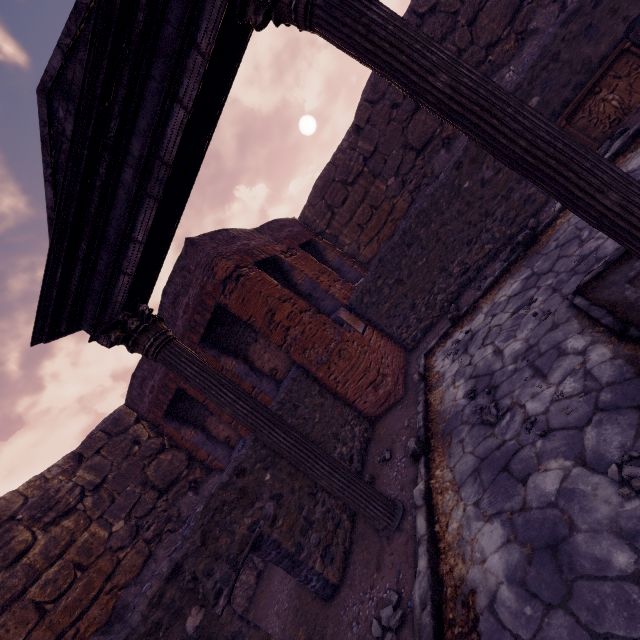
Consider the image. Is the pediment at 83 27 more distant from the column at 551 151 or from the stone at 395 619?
the stone at 395 619

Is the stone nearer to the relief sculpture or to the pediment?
the pediment

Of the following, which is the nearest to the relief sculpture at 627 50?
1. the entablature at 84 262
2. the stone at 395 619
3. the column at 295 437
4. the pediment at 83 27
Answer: the entablature at 84 262

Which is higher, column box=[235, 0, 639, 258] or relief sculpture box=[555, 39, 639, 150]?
column box=[235, 0, 639, 258]

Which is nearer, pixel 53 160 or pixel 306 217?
pixel 53 160

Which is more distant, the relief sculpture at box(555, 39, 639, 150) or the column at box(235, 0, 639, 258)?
the relief sculpture at box(555, 39, 639, 150)

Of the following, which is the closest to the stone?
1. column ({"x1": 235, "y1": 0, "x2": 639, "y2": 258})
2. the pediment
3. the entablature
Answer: column ({"x1": 235, "y1": 0, "x2": 639, "y2": 258})

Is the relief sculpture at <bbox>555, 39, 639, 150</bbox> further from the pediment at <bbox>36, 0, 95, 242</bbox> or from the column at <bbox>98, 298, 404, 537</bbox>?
the column at <bbox>98, 298, 404, 537</bbox>
